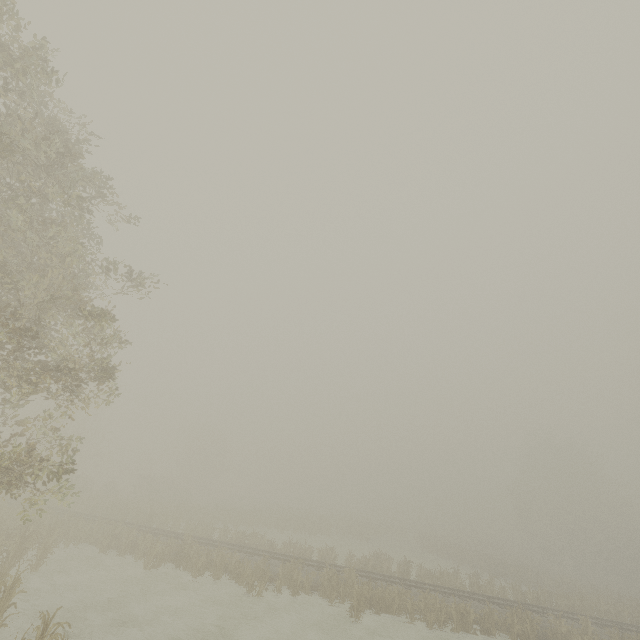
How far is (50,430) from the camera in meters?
10.3
